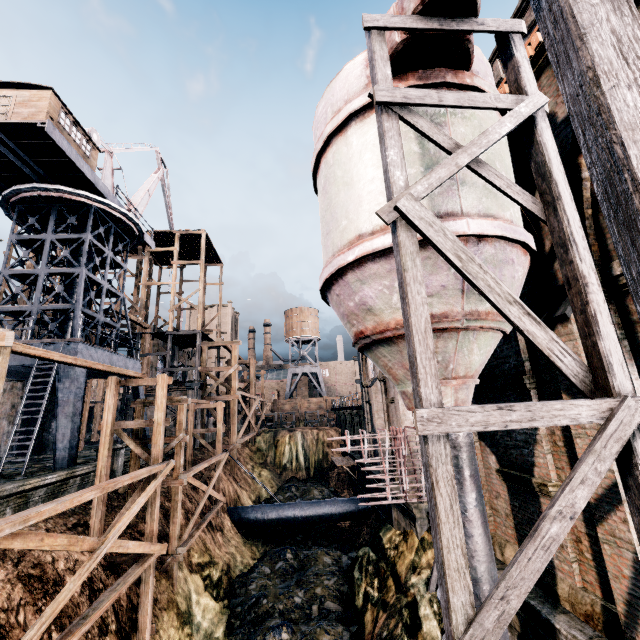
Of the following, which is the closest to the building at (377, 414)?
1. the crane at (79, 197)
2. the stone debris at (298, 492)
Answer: the crane at (79, 197)

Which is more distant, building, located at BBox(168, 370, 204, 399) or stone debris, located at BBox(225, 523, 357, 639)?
building, located at BBox(168, 370, 204, 399)

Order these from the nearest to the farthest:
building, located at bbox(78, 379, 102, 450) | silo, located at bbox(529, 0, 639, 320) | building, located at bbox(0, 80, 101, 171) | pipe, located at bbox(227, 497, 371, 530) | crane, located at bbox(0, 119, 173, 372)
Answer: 1. silo, located at bbox(529, 0, 639, 320)
2. building, located at bbox(0, 80, 101, 171)
3. crane, located at bbox(0, 119, 173, 372)
4. pipe, located at bbox(227, 497, 371, 530)
5. building, located at bbox(78, 379, 102, 450)

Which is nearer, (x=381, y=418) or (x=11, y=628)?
(x=11, y=628)

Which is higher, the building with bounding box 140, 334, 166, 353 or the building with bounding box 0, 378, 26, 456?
the building with bounding box 140, 334, 166, 353

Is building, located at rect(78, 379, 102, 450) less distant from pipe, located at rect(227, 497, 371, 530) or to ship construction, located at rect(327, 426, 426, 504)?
ship construction, located at rect(327, 426, 426, 504)

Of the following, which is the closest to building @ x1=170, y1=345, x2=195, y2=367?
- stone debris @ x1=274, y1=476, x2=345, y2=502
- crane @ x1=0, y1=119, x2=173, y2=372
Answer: crane @ x1=0, y1=119, x2=173, y2=372
